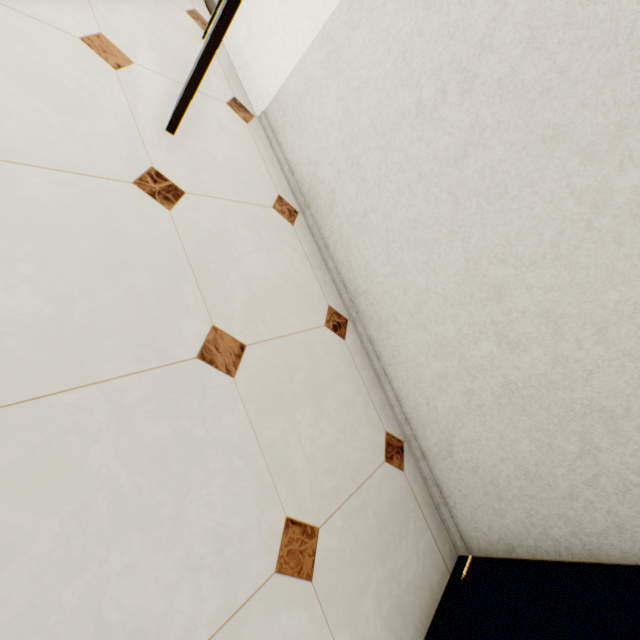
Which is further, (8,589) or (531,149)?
(531,149)
